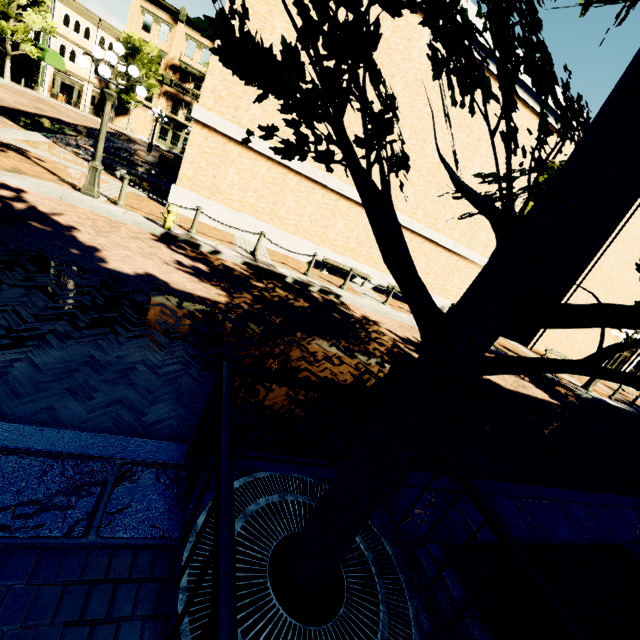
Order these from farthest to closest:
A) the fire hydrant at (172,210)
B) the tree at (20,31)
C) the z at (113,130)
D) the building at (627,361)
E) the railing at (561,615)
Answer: the z at (113,130)
the tree at (20,31)
the building at (627,361)
the fire hydrant at (172,210)
the railing at (561,615)

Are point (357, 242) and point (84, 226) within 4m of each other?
no

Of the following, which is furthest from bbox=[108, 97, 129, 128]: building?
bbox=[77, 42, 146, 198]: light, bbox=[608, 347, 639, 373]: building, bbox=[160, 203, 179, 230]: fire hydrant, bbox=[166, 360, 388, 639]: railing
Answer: bbox=[166, 360, 388, 639]: railing

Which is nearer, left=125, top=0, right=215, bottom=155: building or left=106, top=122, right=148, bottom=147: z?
left=106, top=122, right=148, bottom=147: z

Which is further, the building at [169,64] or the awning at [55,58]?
the building at [169,64]

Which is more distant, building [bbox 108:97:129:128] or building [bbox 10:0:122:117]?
building [bbox 108:97:129:128]

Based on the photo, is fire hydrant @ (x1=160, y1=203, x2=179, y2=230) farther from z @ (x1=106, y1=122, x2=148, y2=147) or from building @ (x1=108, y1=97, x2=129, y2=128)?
z @ (x1=106, y1=122, x2=148, y2=147)

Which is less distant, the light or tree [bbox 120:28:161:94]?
the light
